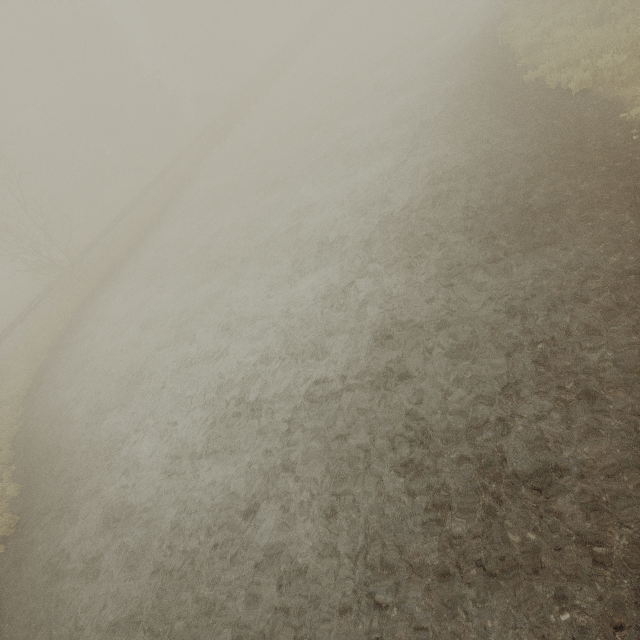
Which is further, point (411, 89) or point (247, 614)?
point (411, 89)
